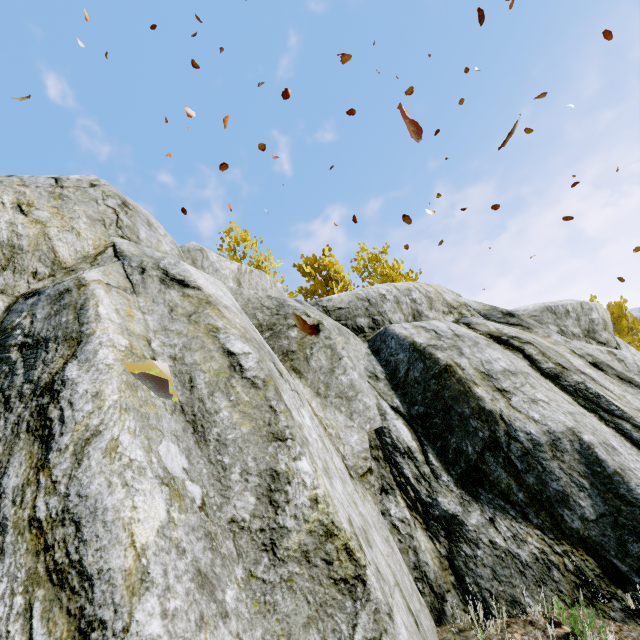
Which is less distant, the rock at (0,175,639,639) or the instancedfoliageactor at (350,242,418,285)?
the rock at (0,175,639,639)

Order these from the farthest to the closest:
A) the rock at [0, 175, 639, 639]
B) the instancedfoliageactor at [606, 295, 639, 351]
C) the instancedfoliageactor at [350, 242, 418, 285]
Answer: the instancedfoliageactor at [606, 295, 639, 351], the instancedfoliageactor at [350, 242, 418, 285], the rock at [0, 175, 639, 639]

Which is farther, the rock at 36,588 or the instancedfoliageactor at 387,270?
the instancedfoliageactor at 387,270

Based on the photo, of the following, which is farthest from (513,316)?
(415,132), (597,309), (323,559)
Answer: (323,559)

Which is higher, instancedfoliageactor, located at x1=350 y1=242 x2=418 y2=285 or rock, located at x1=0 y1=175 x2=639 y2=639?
instancedfoliageactor, located at x1=350 y1=242 x2=418 y2=285

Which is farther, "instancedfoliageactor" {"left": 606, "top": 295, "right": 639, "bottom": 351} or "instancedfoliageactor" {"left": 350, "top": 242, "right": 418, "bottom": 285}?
"instancedfoliageactor" {"left": 606, "top": 295, "right": 639, "bottom": 351}
